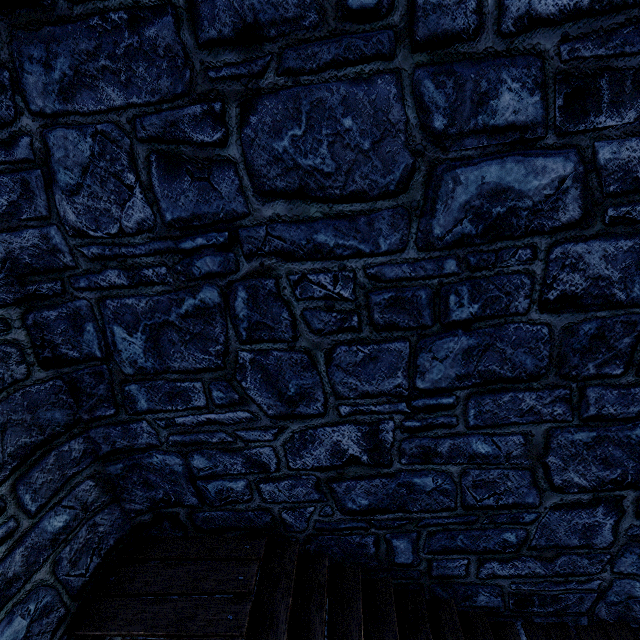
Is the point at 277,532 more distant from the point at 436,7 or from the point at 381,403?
the point at 436,7
